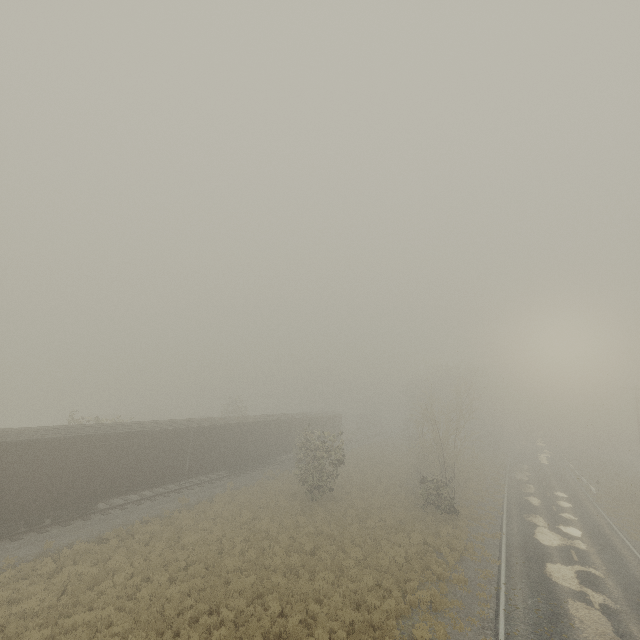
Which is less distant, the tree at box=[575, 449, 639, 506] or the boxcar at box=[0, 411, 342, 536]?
the boxcar at box=[0, 411, 342, 536]

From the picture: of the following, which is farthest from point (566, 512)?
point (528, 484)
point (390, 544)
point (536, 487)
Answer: point (390, 544)

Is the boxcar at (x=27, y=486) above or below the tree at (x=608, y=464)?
above

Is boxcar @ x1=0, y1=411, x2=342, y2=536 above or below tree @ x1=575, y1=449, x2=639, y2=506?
above

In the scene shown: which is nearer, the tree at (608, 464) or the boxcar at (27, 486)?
the boxcar at (27, 486)
